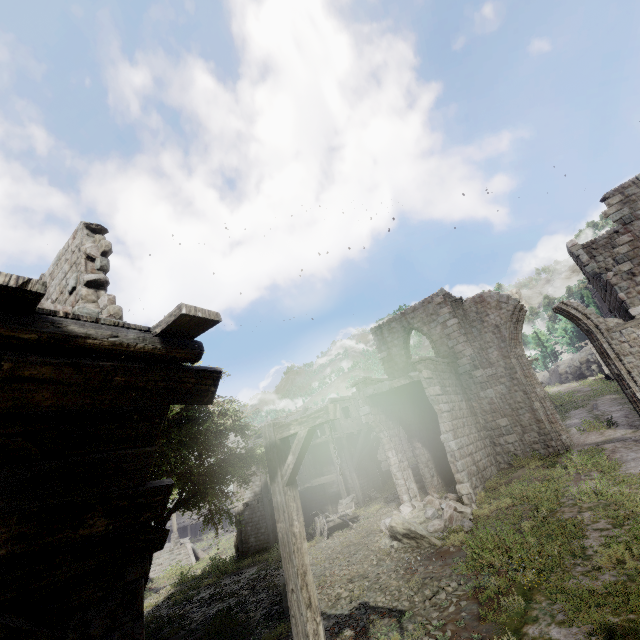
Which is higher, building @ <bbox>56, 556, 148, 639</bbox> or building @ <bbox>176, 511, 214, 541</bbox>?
building @ <bbox>56, 556, 148, 639</bbox>

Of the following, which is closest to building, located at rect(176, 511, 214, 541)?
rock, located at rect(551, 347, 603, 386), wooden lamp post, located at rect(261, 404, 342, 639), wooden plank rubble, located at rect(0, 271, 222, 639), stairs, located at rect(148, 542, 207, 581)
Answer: wooden plank rubble, located at rect(0, 271, 222, 639)

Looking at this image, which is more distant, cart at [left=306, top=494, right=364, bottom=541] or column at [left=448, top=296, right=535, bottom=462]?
cart at [left=306, top=494, right=364, bottom=541]

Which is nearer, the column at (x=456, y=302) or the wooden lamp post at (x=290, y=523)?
the wooden lamp post at (x=290, y=523)

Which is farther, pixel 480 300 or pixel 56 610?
pixel 480 300

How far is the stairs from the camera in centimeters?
2629cm

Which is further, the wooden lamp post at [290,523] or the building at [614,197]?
the building at [614,197]

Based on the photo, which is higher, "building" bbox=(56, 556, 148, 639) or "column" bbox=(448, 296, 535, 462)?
"column" bbox=(448, 296, 535, 462)
